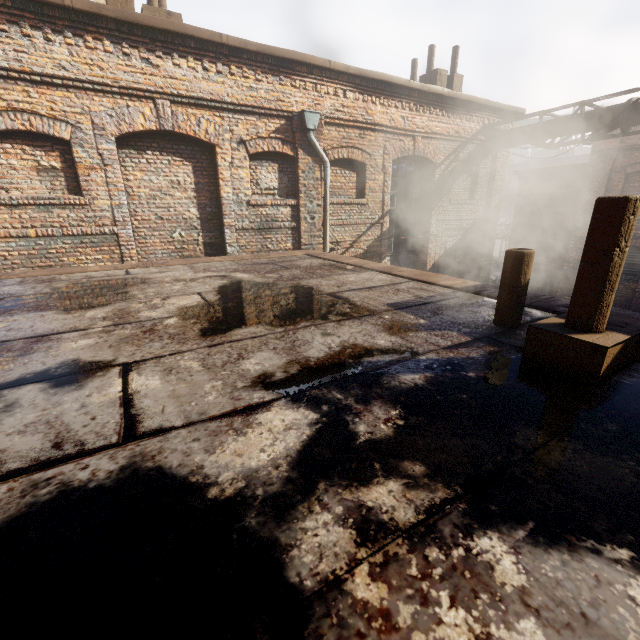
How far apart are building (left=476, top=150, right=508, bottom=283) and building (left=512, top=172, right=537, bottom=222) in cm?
489

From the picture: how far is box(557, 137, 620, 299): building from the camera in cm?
1256

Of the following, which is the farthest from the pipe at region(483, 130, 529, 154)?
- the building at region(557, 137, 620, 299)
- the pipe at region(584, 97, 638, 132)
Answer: the building at region(557, 137, 620, 299)

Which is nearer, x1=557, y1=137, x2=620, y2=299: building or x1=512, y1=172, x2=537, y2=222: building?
x1=557, y1=137, x2=620, y2=299: building

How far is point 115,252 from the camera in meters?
6.7

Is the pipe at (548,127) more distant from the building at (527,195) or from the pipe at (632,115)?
the building at (527,195)

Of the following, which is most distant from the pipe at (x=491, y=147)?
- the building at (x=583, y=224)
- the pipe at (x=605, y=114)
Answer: the building at (x=583, y=224)

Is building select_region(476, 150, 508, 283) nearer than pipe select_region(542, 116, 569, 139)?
No
